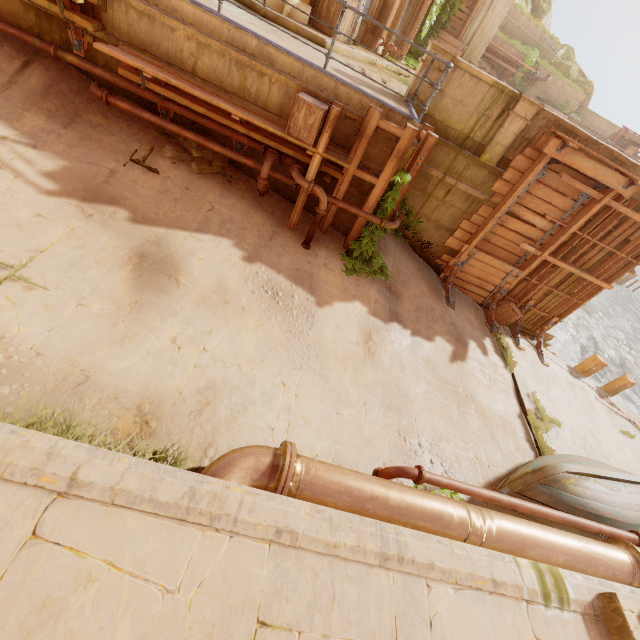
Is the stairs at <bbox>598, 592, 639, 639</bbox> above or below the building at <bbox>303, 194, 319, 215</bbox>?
above

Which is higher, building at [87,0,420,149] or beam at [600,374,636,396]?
building at [87,0,420,149]

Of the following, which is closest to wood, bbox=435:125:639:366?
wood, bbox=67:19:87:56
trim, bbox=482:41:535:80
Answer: wood, bbox=67:19:87:56

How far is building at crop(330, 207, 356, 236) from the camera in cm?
768

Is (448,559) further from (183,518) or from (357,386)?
(357,386)

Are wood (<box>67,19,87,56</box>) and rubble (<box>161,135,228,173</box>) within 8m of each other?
yes

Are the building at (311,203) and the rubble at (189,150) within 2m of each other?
yes

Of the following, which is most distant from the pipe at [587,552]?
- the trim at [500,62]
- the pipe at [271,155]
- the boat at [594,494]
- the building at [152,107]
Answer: the trim at [500,62]
